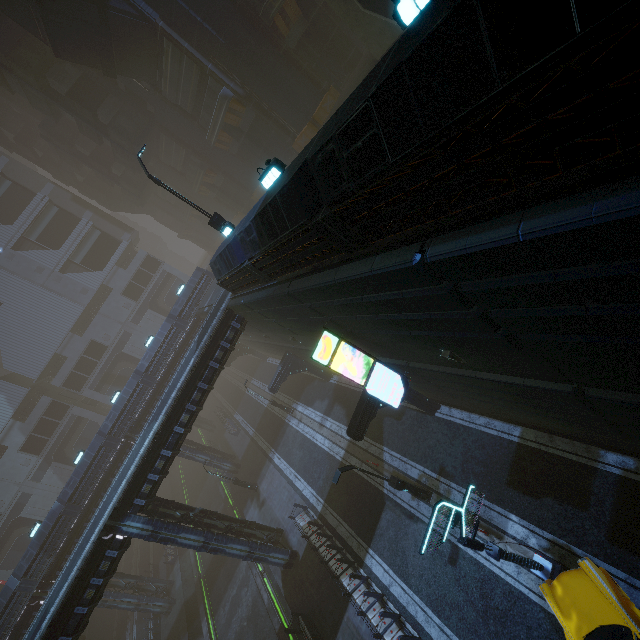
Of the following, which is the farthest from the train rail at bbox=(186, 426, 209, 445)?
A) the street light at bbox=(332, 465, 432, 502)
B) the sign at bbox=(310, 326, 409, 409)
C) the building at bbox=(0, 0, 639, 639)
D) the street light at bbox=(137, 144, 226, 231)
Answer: the sign at bbox=(310, 326, 409, 409)

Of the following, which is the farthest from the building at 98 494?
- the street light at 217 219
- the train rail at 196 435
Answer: the train rail at 196 435

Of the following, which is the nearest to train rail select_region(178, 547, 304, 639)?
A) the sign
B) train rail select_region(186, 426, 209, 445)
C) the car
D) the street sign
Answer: train rail select_region(186, 426, 209, 445)

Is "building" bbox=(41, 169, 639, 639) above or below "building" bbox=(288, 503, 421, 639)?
above

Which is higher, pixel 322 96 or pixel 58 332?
pixel 58 332

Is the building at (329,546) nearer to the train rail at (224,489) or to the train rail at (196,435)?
the train rail at (224,489)

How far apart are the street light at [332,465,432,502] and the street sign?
4.92m

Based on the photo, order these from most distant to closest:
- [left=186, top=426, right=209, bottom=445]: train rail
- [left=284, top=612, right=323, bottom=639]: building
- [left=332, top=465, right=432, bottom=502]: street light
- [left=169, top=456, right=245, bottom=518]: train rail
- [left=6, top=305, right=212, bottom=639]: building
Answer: [left=186, top=426, right=209, bottom=445]: train rail
[left=169, top=456, right=245, bottom=518]: train rail
[left=6, top=305, right=212, bottom=639]: building
[left=284, top=612, right=323, bottom=639]: building
[left=332, top=465, right=432, bottom=502]: street light
